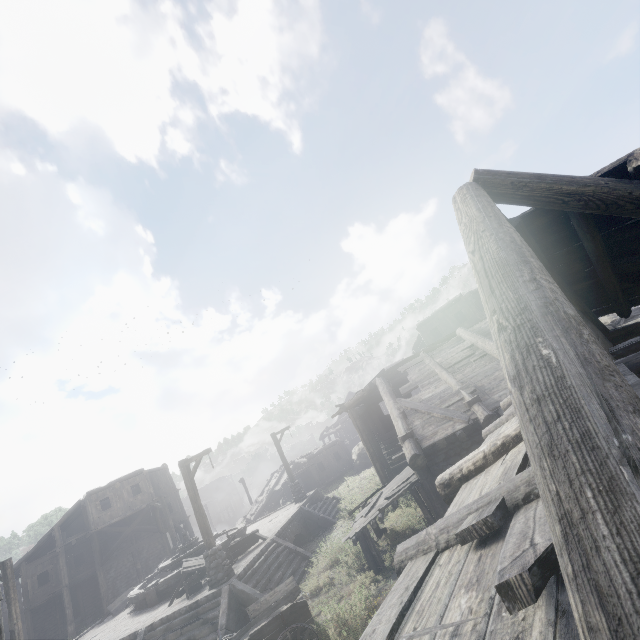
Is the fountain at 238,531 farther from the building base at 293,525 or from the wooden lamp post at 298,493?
the wooden lamp post at 298,493

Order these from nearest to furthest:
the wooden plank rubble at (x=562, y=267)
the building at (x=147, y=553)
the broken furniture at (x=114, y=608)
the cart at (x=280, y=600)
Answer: the wooden plank rubble at (x=562, y=267) → the cart at (x=280, y=600) → the broken furniture at (x=114, y=608) → the building at (x=147, y=553)

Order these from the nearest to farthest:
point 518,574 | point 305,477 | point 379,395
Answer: point 518,574 → point 379,395 → point 305,477

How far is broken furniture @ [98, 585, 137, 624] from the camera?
16.95m

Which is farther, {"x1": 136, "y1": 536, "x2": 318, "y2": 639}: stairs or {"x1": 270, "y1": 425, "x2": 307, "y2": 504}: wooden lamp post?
{"x1": 270, "y1": 425, "x2": 307, "y2": 504}: wooden lamp post

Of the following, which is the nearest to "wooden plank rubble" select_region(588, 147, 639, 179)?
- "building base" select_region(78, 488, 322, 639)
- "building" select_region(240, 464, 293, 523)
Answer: "building base" select_region(78, 488, 322, 639)

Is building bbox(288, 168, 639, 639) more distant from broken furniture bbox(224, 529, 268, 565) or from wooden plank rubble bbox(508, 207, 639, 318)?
broken furniture bbox(224, 529, 268, 565)

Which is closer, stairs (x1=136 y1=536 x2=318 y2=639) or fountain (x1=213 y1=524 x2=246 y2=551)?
stairs (x1=136 y1=536 x2=318 y2=639)
